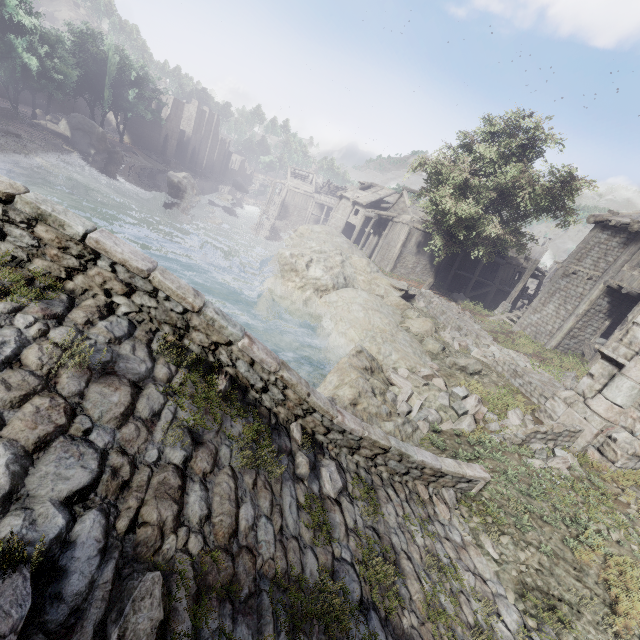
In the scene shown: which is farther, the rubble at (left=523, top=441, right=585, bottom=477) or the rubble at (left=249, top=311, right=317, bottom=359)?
the rubble at (left=249, top=311, right=317, bottom=359)

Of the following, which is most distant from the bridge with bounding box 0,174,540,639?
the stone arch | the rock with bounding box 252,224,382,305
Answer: the rock with bounding box 252,224,382,305

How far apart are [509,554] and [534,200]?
19.73m

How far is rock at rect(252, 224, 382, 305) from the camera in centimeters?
1811cm

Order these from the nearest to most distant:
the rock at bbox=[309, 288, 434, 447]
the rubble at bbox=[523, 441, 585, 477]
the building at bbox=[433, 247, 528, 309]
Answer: the rubble at bbox=[523, 441, 585, 477] < the rock at bbox=[309, 288, 434, 447] < the building at bbox=[433, 247, 528, 309]

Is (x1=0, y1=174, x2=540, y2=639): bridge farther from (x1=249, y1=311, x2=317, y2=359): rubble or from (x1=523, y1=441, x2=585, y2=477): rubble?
(x1=249, y1=311, x2=317, y2=359): rubble

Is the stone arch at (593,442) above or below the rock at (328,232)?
above

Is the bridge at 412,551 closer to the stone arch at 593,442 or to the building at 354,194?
the stone arch at 593,442
